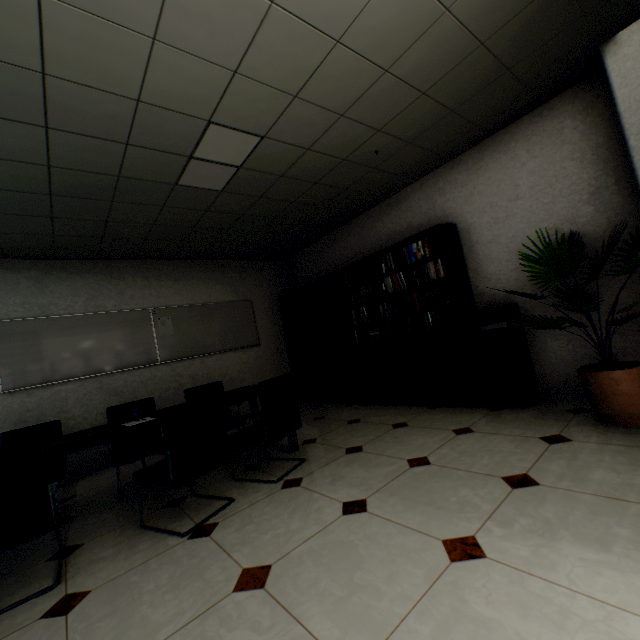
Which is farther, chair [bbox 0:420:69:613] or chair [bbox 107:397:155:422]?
chair [bbox 107:397:155:422]

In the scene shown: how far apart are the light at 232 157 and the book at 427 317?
2.2m

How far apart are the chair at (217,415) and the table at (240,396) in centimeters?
16cm

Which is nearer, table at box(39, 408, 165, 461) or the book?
Result: table at box(39, 408, 165, 461)

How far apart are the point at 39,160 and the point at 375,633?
3.8m

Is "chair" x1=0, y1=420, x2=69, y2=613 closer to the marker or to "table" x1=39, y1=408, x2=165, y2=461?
"table" x1=39, y1=408, x2=165, y2=461

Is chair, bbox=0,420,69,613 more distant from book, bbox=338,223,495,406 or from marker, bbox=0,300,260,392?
book, bbox=338,223,495,406

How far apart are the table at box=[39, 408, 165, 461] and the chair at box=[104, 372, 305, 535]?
0.16m
